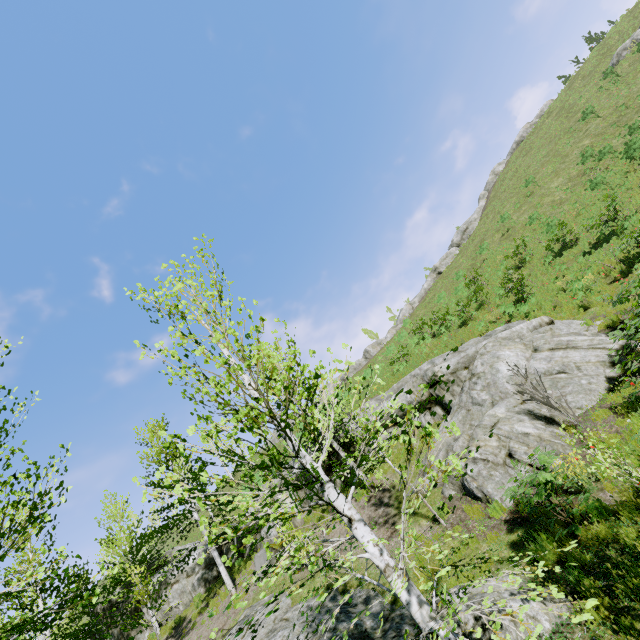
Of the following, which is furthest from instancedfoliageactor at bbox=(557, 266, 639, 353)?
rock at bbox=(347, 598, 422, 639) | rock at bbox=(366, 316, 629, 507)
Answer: rock at bbox=(366, 316, 629, 507)

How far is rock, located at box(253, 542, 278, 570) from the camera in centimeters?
1469cm

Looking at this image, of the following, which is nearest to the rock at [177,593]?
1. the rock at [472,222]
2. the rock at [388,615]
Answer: the rock at [388,615]

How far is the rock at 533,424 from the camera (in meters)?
9.02

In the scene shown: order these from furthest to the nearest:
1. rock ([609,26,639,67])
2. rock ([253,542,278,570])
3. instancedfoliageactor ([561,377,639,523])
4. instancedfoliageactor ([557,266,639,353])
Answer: rock ([609,26,639,67]) → rock ([253,542,278,570]) → instancedfoliageactor ([557,266,639,353]) → instancedfoliageactor ([561,377,639,523])

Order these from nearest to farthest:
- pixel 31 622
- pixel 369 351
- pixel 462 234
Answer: pixel 31 622 < pixel 369 351 < pixel 462 234

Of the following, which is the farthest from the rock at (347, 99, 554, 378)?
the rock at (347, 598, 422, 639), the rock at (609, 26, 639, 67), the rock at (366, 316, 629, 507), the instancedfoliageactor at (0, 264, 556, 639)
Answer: the rock at (347, 598, 422, 639)

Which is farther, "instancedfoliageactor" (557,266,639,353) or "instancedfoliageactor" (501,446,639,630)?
"instancedfoliageactor" (557,266,639,353)
